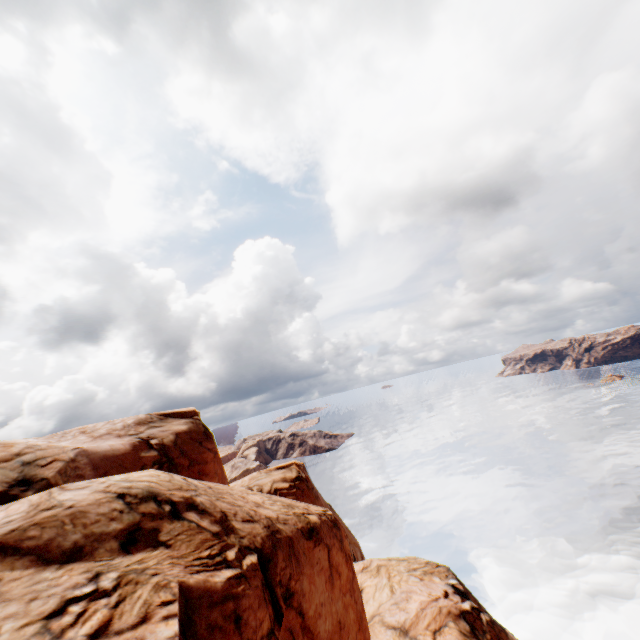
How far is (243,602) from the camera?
7.48m
